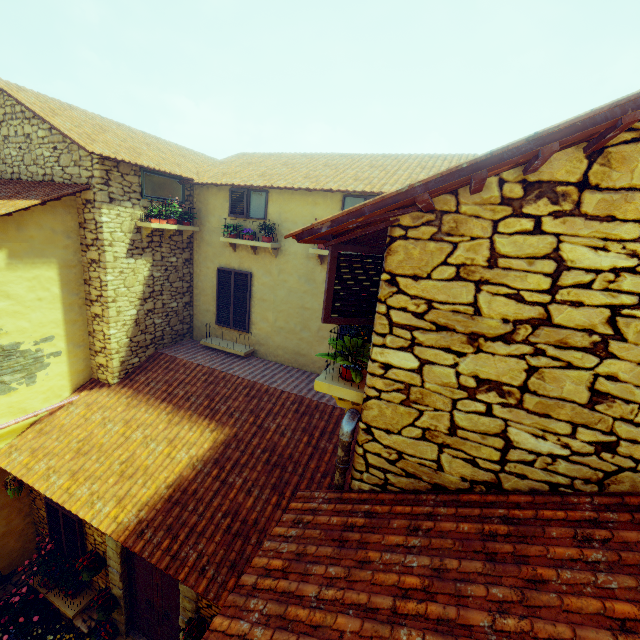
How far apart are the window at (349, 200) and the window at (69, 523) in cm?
820

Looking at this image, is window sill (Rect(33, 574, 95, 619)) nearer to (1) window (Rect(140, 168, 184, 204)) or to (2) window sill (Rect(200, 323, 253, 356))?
(2) window sill (Rect(200, 323, 253, 356))

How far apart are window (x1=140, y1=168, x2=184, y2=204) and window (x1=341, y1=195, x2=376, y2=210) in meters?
4.3

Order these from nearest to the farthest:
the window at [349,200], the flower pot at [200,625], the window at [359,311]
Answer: the window at [359,311], the flower pot at [200,625], the window at [349,200]

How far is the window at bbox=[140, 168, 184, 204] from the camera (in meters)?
7.41

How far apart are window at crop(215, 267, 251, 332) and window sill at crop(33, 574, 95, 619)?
6.3m

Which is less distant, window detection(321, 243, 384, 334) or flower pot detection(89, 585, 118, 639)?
window detection(321, 243, 384, 334)

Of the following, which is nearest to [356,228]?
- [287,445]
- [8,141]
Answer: [287,445]
